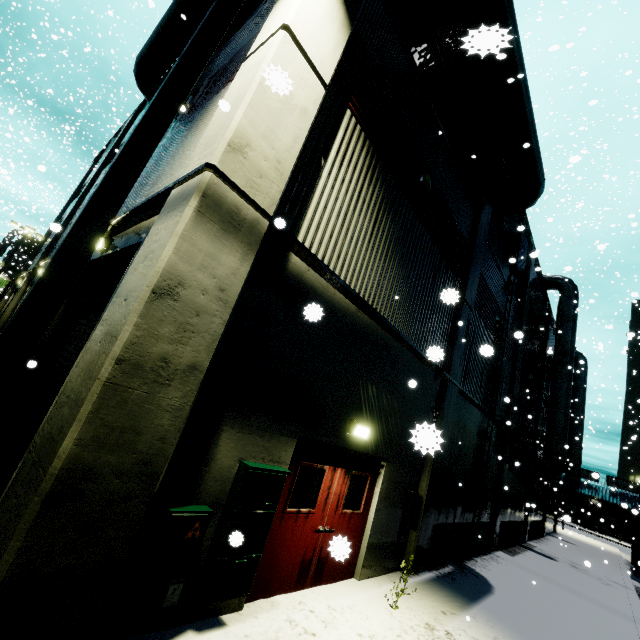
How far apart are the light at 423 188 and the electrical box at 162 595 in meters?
6.8 m

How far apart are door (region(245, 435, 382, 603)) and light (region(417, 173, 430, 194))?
6.0m

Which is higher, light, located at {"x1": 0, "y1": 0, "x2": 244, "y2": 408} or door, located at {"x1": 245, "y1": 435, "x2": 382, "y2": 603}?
light, located at {"x1": 0, "y1": 0, "x2": 244, "y2": 408}

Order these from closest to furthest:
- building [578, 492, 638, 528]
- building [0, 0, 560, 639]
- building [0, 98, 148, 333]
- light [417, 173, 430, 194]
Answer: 1. building [0, 0, 560, 639]
2. light [417, 173, 430, 194]
3. building [0, 98, 148, 333]
4. building [578, 492, 638, 528]

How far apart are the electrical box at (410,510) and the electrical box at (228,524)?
4.5m

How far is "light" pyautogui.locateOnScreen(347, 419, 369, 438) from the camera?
5.90m

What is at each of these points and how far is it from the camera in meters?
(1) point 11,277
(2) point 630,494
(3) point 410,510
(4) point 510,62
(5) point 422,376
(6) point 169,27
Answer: (1) building, 50.8 m
(2) building, 60.0 m
(3) electrical box, 7.6 m
(4) vent duct, 8.9 m
(5) building, 8.2 m
(6) vent duct, 10.9 m

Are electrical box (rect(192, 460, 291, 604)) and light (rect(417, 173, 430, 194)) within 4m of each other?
no
